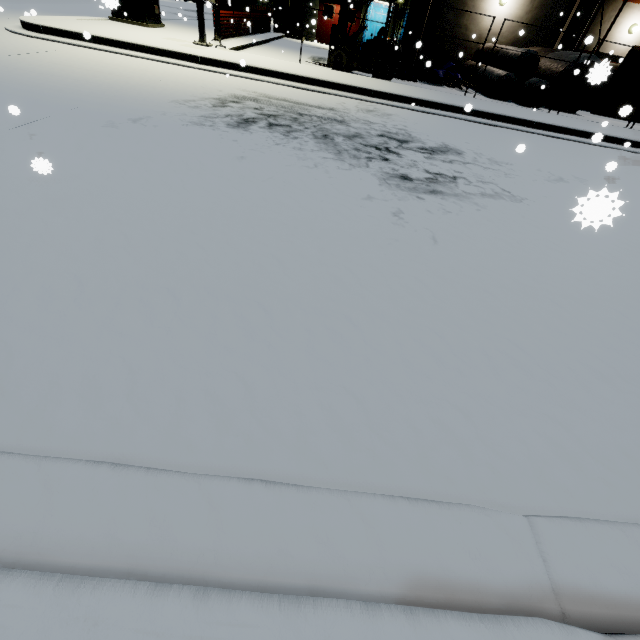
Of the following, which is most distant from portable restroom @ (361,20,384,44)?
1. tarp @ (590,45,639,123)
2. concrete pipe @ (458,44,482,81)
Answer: concrete pipe @ (458,44,482,81)

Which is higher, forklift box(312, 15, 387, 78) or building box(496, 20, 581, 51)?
building box(496, 20, 581, 51)

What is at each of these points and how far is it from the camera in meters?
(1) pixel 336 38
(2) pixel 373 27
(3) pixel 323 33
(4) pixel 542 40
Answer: (1) forklift, 12.0 m
(2) portable restroom, 21.2 m
(3) door, 23.1 m
(4) building, 16.8 m

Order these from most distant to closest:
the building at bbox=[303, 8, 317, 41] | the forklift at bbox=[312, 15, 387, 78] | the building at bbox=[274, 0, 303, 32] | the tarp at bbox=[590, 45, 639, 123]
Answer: the building at bbox=[274, 0, 303, 32] < the building at bbox=[303, 8, 317, 41] < the forklift at bbox=[312, 15, 387, 78] < the tarp at bbox=[590, 45, 639, 123]

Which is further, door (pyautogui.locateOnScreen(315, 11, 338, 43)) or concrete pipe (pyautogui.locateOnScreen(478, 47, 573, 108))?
door (pyautogui.locateOnScreen(315, 11, 338, 43))

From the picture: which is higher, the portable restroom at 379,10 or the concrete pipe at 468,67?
the portable restroom at 379,10

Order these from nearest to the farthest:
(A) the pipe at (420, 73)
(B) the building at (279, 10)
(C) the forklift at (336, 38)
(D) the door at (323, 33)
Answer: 1. (C) the forklift at (336, 38)
2. (A) the pipe at (420, 73)
3. (B) the building at (279, 10)
4. (D) the door at (323, 33)

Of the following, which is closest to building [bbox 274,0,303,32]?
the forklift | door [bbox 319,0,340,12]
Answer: door [bbox 319,0,340,12]
